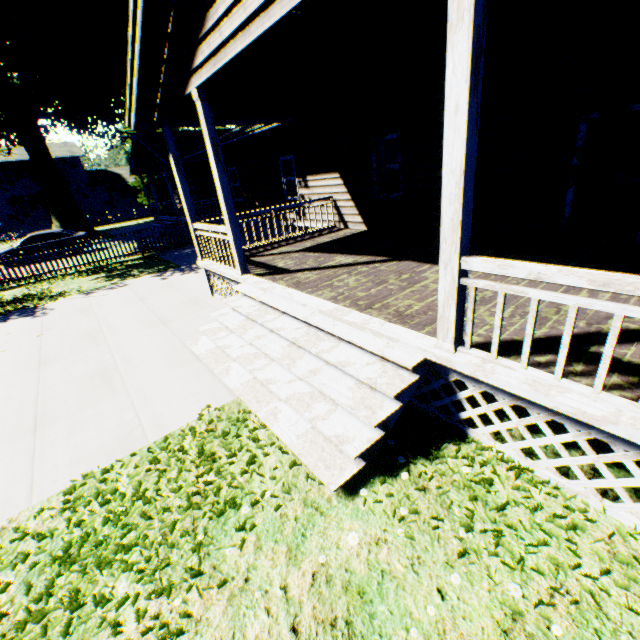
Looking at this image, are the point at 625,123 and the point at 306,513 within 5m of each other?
no

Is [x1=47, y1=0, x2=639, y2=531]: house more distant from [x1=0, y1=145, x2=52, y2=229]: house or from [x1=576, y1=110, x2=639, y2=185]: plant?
[x1=0, y1=145, x2=52, y2=229]: house

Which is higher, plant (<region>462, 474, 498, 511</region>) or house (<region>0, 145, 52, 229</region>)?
house (<region>0, 145, 52, 229</region>)

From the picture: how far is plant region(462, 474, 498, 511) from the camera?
3.0 meters

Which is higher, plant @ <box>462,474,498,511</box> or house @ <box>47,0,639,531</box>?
house @ <box>47,0,639,531</box>

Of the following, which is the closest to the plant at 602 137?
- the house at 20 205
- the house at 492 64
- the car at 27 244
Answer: the house at 492 64
